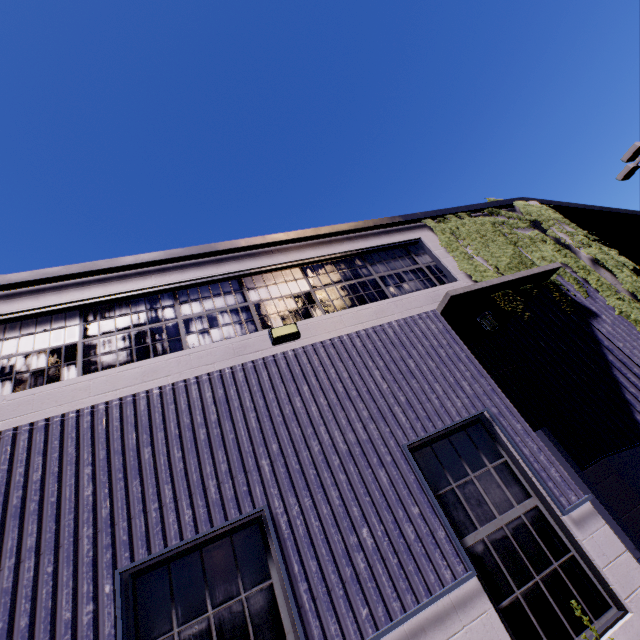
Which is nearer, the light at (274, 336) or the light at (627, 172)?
the light at (274, 336)

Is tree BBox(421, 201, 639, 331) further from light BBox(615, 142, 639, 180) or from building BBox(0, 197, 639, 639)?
light BBox(615, 142, 639, 180)

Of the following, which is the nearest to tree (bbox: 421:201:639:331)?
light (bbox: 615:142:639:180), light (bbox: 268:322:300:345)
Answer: light (bbox: 268:322:300:345)

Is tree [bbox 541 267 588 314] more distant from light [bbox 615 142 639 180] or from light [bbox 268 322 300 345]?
light [bbox 615 142 639 180]

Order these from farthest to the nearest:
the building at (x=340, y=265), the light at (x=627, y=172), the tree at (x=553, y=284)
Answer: the light at (x=627, y=172), the tree at (x=553, y=284), the building at (x=340, y=265)

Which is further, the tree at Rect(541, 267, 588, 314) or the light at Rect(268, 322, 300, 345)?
the tree at Rect(541, 267, 588, 314)

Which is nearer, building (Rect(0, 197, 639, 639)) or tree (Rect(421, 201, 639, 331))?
building (Rect(0, 197, 639, 639))

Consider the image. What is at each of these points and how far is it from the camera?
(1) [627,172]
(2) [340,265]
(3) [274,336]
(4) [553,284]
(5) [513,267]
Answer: (1) light, 13.7m
(2) building, 6.8m
(3) light, 5.1m
(4) tree, 7.0m
(5) tree, 7.0m
